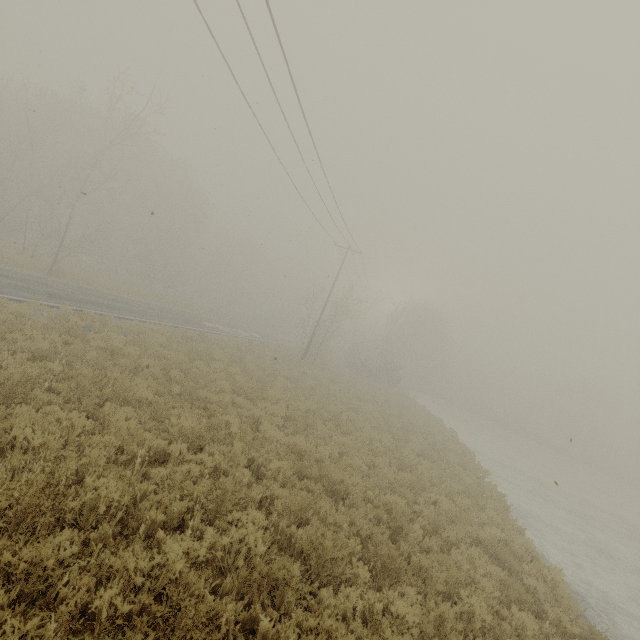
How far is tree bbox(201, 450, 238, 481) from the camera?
6.6 meters

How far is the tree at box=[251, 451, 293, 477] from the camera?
7.4 meters

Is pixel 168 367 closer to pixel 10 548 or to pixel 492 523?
pixel 10 548

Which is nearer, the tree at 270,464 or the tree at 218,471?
the tree at 218,471

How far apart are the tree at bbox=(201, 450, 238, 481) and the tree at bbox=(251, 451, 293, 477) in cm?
97

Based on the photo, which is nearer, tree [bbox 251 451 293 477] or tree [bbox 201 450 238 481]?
tree [bbox 201 450 238 481]

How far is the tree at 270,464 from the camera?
7.4 meters
